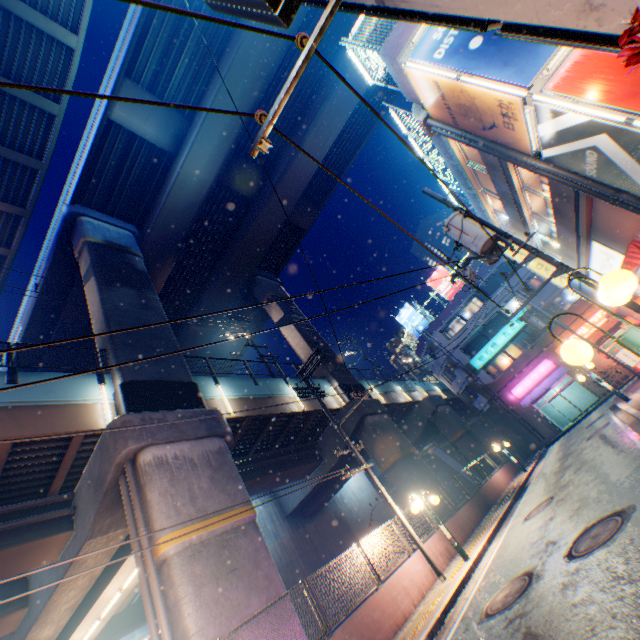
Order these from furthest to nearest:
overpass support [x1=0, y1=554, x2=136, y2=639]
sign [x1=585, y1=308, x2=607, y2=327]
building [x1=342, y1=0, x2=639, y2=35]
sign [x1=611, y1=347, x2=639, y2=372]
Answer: sign [x1=585, y1=308, x2=607, y2=327]
sign [x1=611, y1=347, x2=639, y2=372]
overpass support [x1=0, y1=554, x2=136, y2=639]
building [x1=342, y1=0, x2=639, y2=35]

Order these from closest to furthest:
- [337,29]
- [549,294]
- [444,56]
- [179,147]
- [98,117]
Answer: [444,56] < [98,117] < [179,147] < [337,29] < [549,294]

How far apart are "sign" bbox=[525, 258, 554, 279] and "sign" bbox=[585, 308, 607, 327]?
12.44m

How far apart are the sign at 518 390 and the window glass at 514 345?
1.62m

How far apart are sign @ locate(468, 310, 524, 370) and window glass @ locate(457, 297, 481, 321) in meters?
3.0 m

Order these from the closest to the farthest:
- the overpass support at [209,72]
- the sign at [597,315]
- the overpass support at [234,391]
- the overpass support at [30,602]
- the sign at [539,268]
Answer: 1. the overpass support at [30,602]
2. the overpass support at [234,391]
3. the overpass support at [209,72]
4. the sign at [539,268]
5. the sign at [597,315]

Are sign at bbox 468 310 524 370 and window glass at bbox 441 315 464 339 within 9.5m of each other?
yes

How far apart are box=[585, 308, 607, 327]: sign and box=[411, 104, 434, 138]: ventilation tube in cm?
2583
